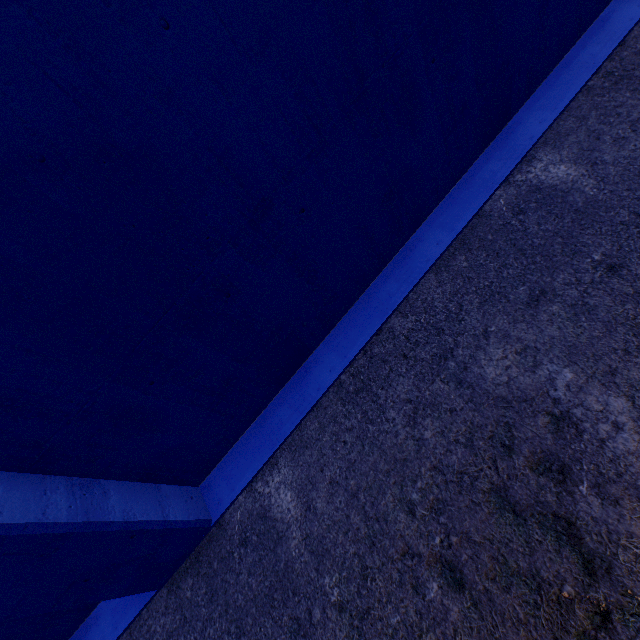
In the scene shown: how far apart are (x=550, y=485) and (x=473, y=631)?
1.2m
